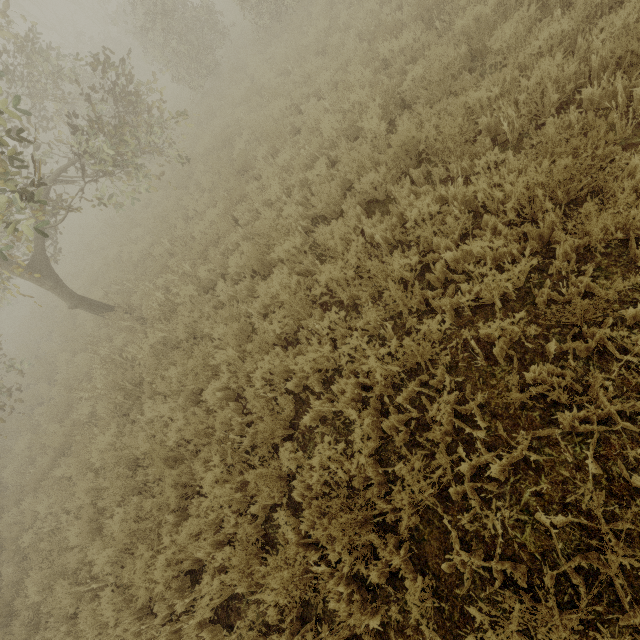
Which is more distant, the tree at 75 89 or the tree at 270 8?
the tree at 270 8

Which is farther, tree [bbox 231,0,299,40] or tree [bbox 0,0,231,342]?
tree [bbox 231,0,299,40]

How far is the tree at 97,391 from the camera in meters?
7.0

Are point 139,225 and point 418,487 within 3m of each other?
no

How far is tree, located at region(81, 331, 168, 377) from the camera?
6.98m
